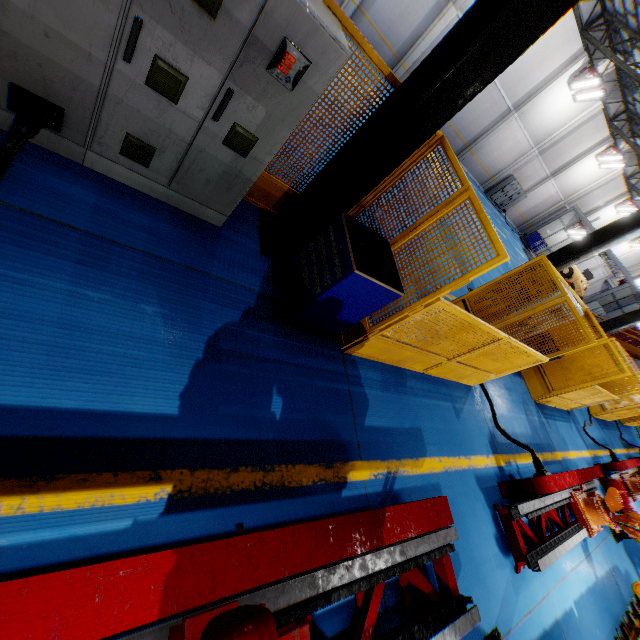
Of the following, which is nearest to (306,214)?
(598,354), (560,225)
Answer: (598,354)

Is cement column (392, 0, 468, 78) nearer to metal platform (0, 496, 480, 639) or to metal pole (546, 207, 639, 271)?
metal pole (546, 207, 639, 271)

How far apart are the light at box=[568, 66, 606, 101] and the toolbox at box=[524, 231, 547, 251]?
10.9 meters

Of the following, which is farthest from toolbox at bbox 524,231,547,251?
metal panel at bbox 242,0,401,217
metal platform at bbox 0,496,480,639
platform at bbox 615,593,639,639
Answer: metal platform at bbox 0,496,480,639

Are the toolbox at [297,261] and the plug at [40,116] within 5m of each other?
yes

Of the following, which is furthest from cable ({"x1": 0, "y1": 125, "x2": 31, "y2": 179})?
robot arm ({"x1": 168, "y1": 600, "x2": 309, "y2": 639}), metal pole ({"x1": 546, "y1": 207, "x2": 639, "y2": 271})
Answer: metal pole ({"x1": 546, "y1": 207, "x2": 639, "y2": 271})

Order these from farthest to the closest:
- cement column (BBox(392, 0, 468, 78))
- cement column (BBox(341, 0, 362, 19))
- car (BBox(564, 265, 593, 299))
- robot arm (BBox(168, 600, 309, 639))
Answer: car (BBox(564, 265, 593, 299)), cement column (BBox(392, 0, 468, 78)), cement column (BBox(341, 0, 362, 19)), robot arm (BBox(168, 600, 309, 639))

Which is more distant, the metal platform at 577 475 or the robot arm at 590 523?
the robot arm at 590 523
